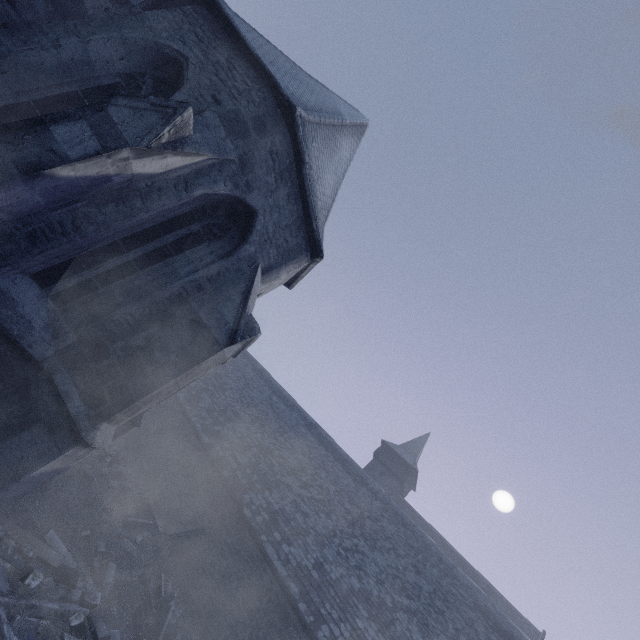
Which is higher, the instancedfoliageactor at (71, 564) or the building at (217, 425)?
the building at (217, 425)

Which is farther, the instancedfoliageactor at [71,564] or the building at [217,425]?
the instancedfoliageactor at [71,564]

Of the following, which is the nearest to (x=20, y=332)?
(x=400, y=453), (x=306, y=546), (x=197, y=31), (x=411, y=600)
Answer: (x=197, y=31)

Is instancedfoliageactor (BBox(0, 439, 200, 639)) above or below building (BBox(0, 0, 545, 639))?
below

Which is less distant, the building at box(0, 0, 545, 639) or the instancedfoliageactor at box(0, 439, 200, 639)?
the building at box(0, 0, 545, 639)
